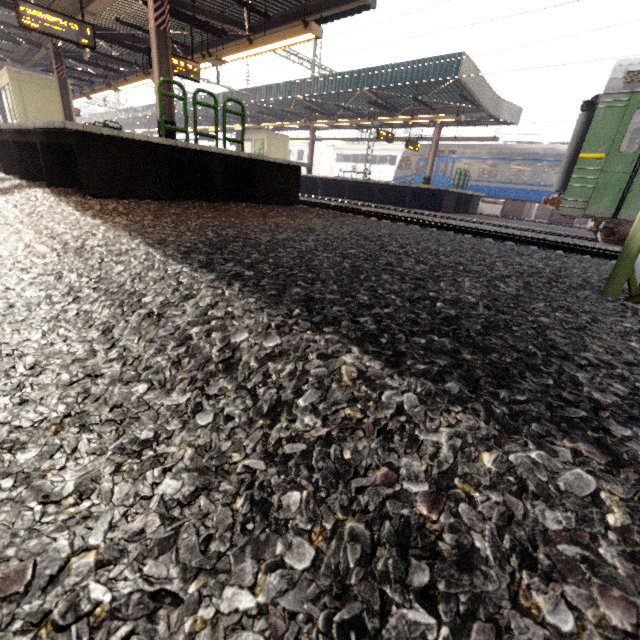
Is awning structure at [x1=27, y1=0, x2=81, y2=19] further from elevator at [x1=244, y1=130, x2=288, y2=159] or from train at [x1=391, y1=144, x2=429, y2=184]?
train at [x1=391, y1=144, x2=429, y2=184]

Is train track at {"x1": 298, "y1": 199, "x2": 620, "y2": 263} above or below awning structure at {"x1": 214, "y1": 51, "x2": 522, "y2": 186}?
below

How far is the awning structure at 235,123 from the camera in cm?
2498

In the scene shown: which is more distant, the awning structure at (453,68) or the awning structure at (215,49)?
the awning structure at (453,68)

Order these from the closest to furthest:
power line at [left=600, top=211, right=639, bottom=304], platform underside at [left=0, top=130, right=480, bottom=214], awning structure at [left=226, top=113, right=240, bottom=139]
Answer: power line at [left=600, top=211, right=639, bottom=304], platform underside at [left=0, top=130, right=480, bottom=214], awning structure at [left=226, top=113, right=240, bottom=139]

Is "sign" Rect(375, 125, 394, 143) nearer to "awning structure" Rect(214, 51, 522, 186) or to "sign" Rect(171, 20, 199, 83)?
"awning structure" Rect(214, 51, 522, 186)

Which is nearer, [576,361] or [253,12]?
[576,361]

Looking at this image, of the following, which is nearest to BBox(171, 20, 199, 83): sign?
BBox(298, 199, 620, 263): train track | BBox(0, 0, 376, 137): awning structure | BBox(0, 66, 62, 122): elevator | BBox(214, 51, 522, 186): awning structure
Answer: BBox(0, 0, 376, 137): awning structure
